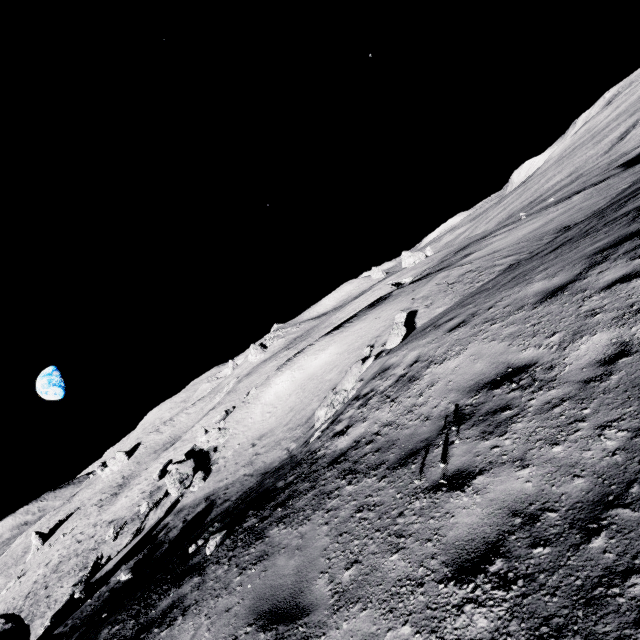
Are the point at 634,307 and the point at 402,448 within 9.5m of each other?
yes

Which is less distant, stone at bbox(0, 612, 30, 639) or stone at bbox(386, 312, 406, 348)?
stone at bbox(0, 612, 30, 639)

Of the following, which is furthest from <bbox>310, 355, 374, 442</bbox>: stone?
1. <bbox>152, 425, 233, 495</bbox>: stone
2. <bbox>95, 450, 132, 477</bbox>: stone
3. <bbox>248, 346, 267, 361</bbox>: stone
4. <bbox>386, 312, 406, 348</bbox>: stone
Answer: <bbox>95, 450, 132, 477</bbox>: stone

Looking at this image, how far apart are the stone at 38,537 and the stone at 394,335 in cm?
6077

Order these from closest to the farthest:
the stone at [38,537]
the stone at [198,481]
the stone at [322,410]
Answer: the stone at [322,410], the stone at [198,481], the stone at [38,537]

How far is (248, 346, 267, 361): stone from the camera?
58.8m

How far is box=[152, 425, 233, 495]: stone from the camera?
15.8m

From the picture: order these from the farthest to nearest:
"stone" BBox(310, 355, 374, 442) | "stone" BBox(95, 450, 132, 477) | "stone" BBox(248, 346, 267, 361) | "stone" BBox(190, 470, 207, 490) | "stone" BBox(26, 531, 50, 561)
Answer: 1. "stone" BBox(248, 346, 267, 361)
2. "stone" BBox(95, 450, 132, 477)
3. "stone" BBox(26, 531, 50, 561)
4. "stone" BBox(190, 470, 207, 490)
5. "stone" BBox(310, 355, 374, 442)
